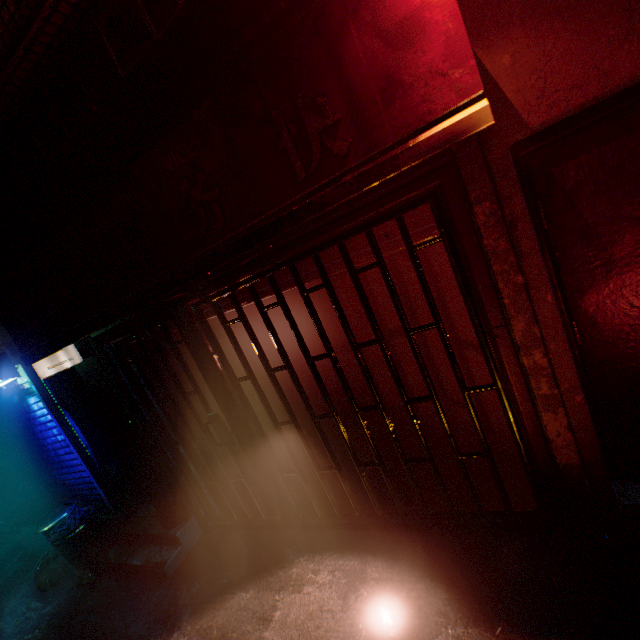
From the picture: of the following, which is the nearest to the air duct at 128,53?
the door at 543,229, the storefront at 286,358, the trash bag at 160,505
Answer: the storefront at 286,358

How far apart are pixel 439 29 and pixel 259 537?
3.86m

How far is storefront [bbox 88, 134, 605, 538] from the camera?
1.77m

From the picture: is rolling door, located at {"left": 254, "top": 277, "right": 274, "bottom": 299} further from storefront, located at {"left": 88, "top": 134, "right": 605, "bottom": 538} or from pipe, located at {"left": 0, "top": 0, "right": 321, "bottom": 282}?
pipe, located at {"left": 0, "top": 0, "right": 321, "bottom": 282}

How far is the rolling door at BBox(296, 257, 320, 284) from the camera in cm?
218

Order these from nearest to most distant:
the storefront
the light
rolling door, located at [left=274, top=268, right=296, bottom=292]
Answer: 1. the storefront
2. rolling door, located at [left=274, top=268, right=296, bottom=292]
3. the light

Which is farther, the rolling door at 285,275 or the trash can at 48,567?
the trash can at 48,567

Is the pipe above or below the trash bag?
above
